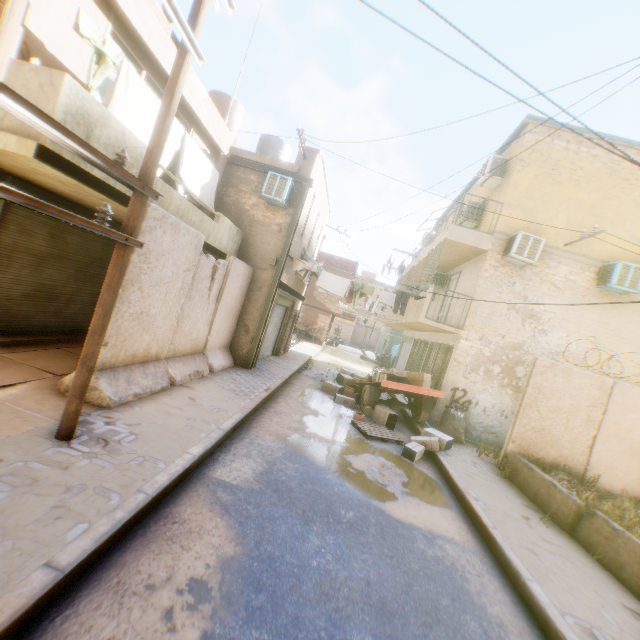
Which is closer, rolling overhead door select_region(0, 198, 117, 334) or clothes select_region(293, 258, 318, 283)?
rolling overhead door select_region(0, 198, 117, 334)

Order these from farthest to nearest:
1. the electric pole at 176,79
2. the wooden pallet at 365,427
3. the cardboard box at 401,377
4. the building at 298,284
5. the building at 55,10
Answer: the building at 298,284 < the cardboard box at 401,377 < the wooden pallet at 365,427 < the building at 55,10 < the electric pole at 176,79

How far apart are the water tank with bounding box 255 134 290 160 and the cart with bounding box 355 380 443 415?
9.9m

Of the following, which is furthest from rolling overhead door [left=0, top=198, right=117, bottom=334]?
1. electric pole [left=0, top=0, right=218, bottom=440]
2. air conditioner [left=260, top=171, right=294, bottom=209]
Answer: air conditioner [left=260, top=171, right=294, bottom=209]

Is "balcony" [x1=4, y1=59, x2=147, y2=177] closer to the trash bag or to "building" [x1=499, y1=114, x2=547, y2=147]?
"building" [x1=499, y1=114, x2=547, y2=147]

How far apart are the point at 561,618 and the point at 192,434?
5.41m

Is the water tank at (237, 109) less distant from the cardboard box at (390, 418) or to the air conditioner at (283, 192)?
the air conditioner at (283, 192)

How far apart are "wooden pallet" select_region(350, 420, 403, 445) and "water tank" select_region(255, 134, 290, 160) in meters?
11.9 m
